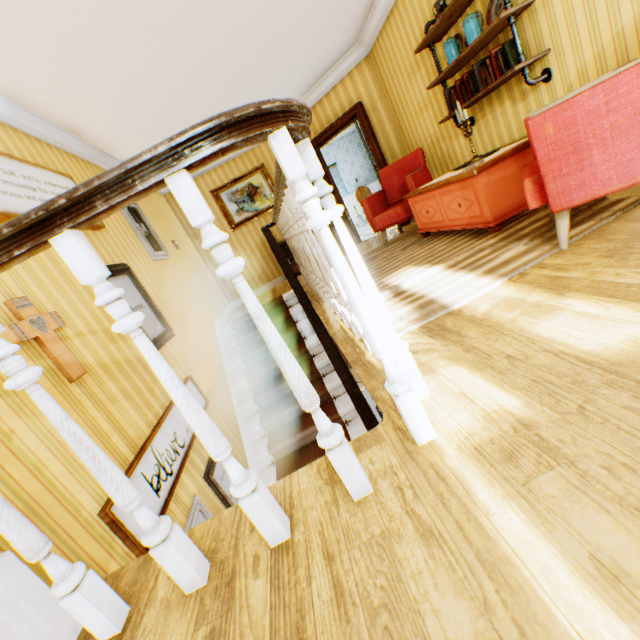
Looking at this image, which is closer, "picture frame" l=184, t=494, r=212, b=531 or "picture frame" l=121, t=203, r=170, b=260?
"picture frame" l=184, t=494, r=212, b=531

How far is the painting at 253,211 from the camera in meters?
7.3 m

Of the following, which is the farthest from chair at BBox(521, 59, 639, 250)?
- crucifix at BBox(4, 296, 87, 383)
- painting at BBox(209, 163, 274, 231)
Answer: painting at BBox(209, 163, 274, 231)

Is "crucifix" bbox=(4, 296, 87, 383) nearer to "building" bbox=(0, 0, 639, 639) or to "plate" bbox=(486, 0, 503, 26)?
"building" bbox=(0, 0, 639, 639)

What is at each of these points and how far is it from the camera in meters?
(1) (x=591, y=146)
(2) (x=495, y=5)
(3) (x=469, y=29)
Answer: (1) chair, 1.8
(2) plate, 3.1
(3) jar, 3.2

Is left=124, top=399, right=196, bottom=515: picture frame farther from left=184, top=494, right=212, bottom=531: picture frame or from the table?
the table

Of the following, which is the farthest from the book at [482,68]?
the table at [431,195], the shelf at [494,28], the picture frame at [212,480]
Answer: the picture frame at [212,480]

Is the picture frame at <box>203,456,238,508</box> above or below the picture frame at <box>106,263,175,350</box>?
below
